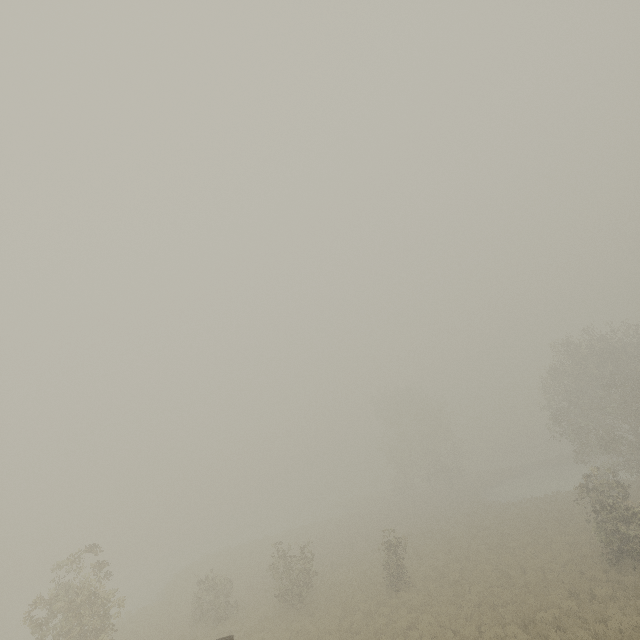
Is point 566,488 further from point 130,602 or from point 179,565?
point 179,565

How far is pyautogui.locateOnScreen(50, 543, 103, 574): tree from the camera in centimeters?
1483cm

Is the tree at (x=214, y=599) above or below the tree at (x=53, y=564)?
below

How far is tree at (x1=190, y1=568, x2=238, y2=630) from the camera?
21.2 meters

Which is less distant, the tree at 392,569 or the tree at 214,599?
the tree at 392,569

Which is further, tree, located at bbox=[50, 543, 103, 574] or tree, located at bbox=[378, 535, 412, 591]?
tree, located at bbox=[378, 535, 412, 591]

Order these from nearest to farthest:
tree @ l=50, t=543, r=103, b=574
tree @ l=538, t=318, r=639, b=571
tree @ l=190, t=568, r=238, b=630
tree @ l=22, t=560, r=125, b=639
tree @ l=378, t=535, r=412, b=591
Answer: tree @ l=22, t=560, r=125, b=639
tree @ l=50, t=543, r=103, b=574
tree @ l=538, t=318, r=639, b=571
tree @ l=378, t=535, r=412, b=591
tree @ l=190, t=568, r=238, b=630
